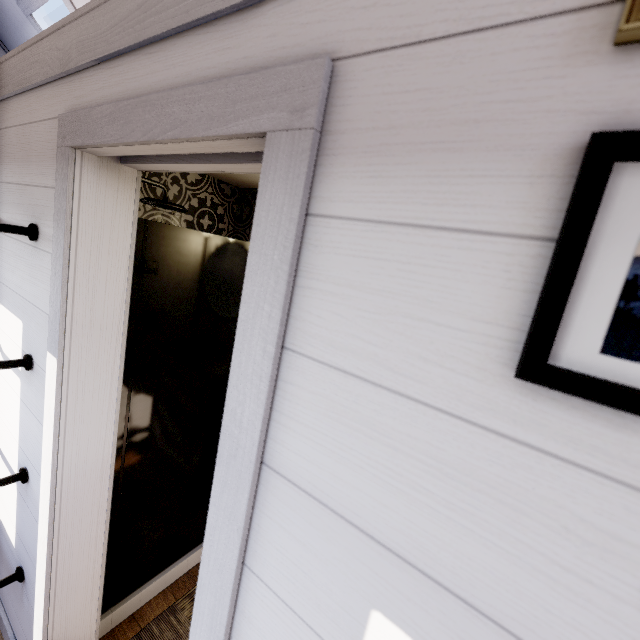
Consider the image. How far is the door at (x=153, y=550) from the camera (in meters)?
1.49

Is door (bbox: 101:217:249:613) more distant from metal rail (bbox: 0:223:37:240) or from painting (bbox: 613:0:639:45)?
painting (bbox: 613:0:639:45)

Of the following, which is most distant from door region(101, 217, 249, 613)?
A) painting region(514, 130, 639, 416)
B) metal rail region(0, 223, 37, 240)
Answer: painting region(514, 130, 639, 416)

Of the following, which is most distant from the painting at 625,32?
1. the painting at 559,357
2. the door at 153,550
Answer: the door at 153,550

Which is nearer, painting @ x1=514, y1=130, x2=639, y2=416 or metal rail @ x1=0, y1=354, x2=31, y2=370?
painting @ x1=514, y1=130, x2=639, y2=416

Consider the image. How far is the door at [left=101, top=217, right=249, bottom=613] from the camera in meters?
1.5

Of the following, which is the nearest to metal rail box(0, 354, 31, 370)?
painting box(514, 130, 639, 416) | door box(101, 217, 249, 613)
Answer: door box(101, 217, 249, 613)

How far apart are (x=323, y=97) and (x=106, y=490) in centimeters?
162cm
